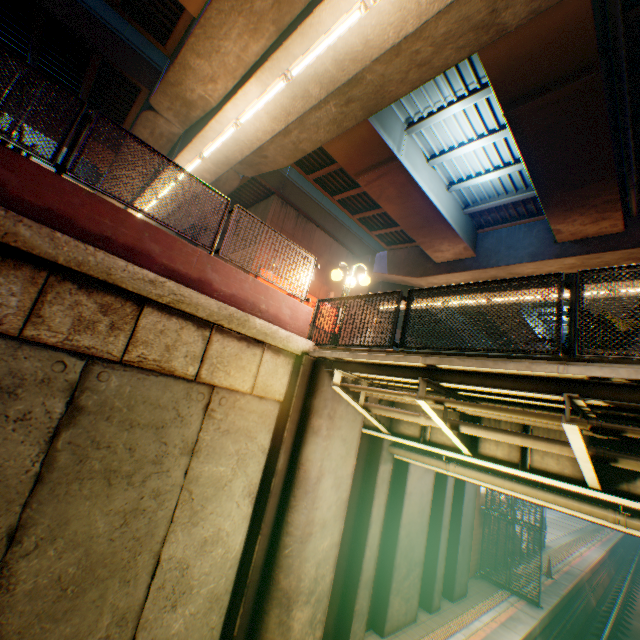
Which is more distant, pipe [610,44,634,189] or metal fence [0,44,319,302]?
pipe [610,44,634,189]

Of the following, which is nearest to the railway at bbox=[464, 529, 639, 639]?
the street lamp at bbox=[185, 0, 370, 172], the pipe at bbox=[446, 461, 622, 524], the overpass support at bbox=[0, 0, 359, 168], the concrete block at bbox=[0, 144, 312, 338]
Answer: the overpass support at bbox=[0, 0, 359, 168]

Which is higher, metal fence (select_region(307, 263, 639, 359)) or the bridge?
metal fence (select_region(307, 263, 639, 359))

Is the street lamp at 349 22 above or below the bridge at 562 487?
above

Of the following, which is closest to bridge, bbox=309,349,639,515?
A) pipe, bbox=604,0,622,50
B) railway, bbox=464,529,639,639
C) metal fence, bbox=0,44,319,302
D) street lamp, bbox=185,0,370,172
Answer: metal fence, bbox=0,44,319,302

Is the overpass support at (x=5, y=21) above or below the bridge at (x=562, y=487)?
above

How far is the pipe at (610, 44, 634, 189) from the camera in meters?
7.7 m

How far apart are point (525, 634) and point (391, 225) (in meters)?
17.21
